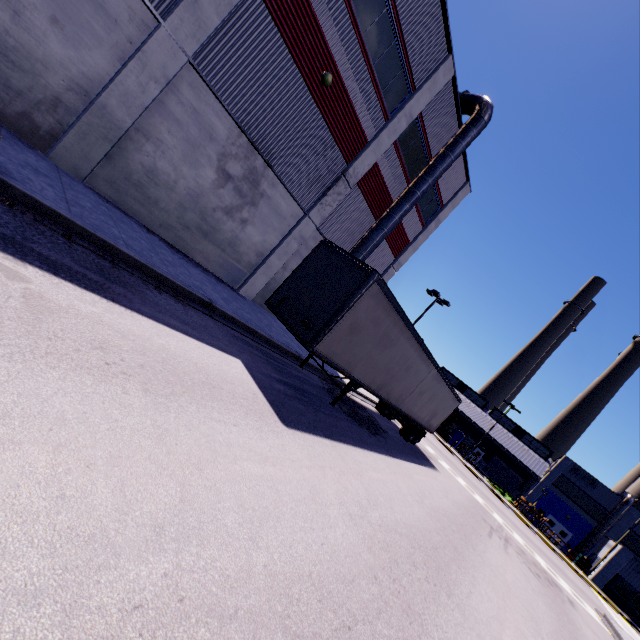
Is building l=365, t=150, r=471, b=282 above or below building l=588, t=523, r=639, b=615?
above

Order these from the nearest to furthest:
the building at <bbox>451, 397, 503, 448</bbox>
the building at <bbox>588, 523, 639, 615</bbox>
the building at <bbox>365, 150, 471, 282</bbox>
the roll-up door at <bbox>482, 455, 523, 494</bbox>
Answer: the building at <bbox>365, 150, 471, 282</bbox>, the building at <bbox>588, 523, 639, 615</bbox>, the roll-up door at <bbox>482, 455, 523, 494</bbox>, the building at <bbox>451, 397, 503, 448</bbox>

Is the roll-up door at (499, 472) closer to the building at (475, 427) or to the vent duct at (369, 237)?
the building at (475, 427)

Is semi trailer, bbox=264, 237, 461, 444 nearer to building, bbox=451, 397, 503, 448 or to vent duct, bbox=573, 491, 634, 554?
building, bbox=451, 397, 503, 448

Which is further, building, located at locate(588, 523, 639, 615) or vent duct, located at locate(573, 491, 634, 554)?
vent duct, located at locate(573, 491, 634, 554)

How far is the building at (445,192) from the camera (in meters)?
19.89

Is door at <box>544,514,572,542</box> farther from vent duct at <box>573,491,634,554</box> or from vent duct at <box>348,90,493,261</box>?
vent duct at <box>348,90,493,261</box>

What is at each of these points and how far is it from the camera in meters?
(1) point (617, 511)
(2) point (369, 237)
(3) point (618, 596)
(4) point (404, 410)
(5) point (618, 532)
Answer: (1) vent duct, 39.5 m
(2) vent duct, 16.4 m
(3) building, 32.5 m
(4) semi trailer, 15.3 m
(5) building, 39.4 m
